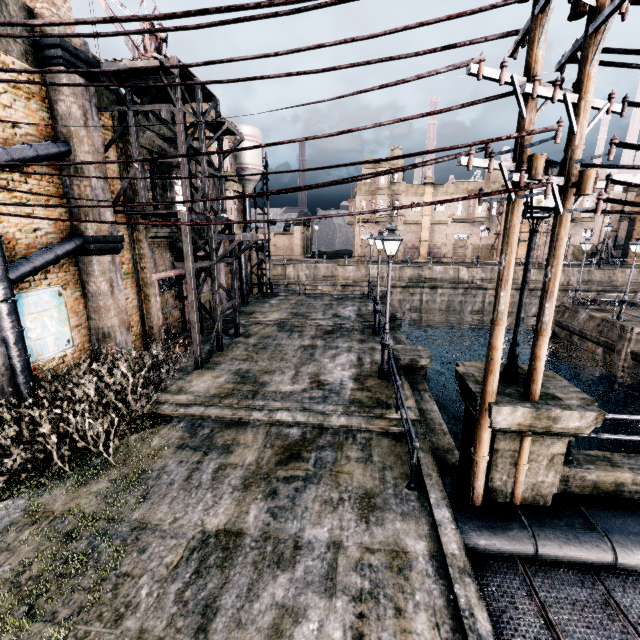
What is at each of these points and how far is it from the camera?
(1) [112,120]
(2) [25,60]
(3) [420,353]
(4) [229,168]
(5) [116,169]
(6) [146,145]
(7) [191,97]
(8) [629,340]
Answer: (1) building, 13.43m
(2) building, 9.73m
(3) column, 14.29m
(4) building, 22.81m
(5) building, 13.70m
(6) building, 14.74m
(7) wooden scaffolding, 14.27m
(8) column, 21.05m

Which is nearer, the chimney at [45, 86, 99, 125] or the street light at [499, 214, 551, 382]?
the street light at [499, 214, 551, 382]

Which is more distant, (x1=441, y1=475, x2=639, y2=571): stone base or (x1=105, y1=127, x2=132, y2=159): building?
(x1=105, y1=127, x2=132, y2=159): building

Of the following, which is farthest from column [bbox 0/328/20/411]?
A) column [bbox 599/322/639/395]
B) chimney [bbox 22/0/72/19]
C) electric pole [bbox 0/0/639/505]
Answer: column [bbox 599/322/639/395]

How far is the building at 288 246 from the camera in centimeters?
5681cm

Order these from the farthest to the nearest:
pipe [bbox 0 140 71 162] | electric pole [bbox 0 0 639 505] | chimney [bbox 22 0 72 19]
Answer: chimney [bbox 22 0 72 19]
pipe [bbox 0 140 71 162]
electric pole [bbox 0 0 639 505]

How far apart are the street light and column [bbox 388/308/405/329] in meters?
14.9 m

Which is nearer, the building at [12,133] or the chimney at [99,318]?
the building at [12,133]
